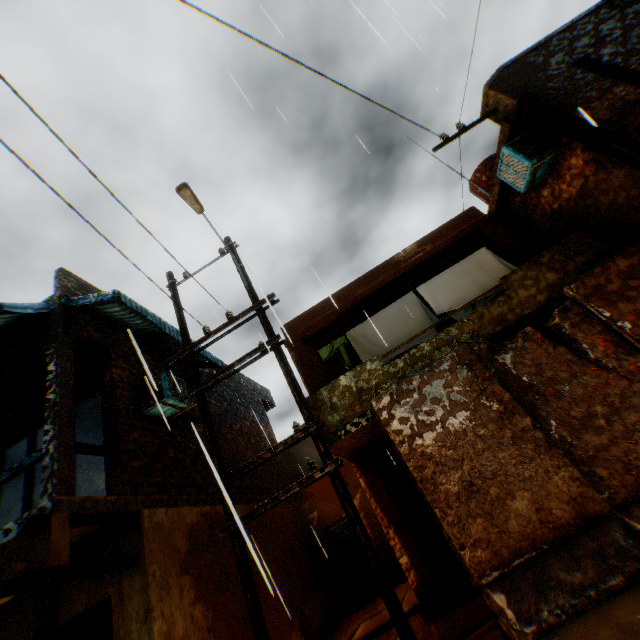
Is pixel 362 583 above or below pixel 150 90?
below

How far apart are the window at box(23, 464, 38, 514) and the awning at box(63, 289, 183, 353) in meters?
1.4

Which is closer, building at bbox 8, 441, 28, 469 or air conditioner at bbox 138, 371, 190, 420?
air conditioner at bbox 138, 371, 190, 420

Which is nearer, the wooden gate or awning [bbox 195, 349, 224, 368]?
the wooden gate

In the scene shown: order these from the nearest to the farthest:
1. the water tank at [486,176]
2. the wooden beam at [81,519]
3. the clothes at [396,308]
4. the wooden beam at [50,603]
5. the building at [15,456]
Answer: the wooden beam at [50,603]
the wooden beam at [81,519]
the clothes at [396,308]
the building at [15,456]
the water tank at [486,176]

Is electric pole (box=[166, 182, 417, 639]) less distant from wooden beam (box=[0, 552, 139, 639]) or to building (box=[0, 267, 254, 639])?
building (box=[0, 267, 254, 639])

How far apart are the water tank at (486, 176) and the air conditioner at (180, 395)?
0.78m

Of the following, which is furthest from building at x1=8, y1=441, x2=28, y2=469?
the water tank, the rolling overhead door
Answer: the water tank
